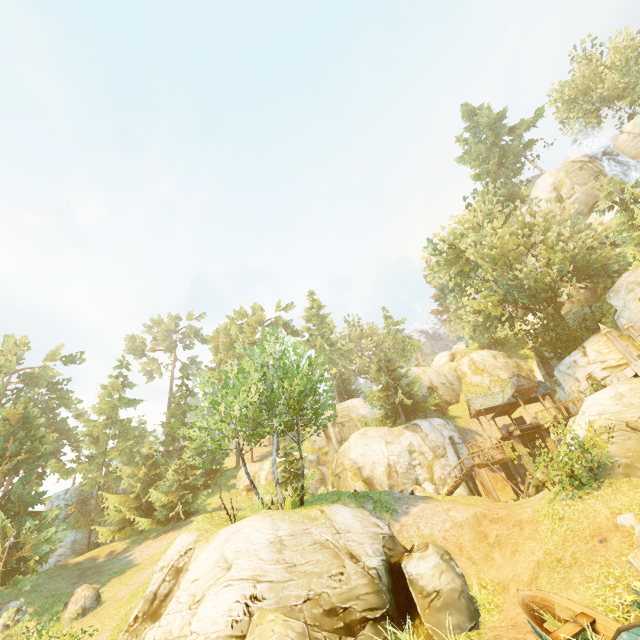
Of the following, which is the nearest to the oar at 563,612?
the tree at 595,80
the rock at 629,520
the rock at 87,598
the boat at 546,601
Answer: the boat at 546,601

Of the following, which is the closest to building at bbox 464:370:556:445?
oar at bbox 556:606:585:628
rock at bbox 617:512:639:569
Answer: rock at bbox 617:512:639:569

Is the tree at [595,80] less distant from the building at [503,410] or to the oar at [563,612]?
the building at [503,410]

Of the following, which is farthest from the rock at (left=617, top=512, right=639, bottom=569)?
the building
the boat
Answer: the building

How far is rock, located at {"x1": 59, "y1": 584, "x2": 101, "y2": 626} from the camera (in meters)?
17.37

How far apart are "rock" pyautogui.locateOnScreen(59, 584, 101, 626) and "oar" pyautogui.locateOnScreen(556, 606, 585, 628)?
22.7m

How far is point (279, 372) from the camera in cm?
4916

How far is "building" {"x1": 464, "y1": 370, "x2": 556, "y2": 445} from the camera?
26.23m
